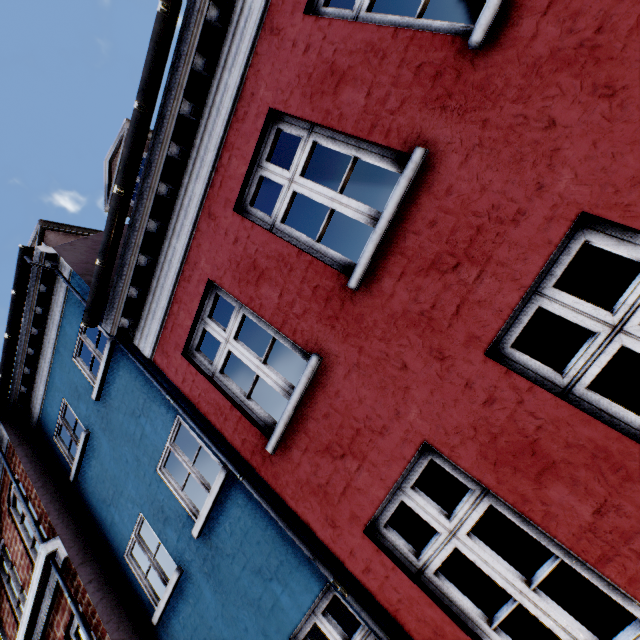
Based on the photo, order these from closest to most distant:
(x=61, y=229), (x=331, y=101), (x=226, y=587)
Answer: (x=331, y=101), (x=226, y=587), (x=61, y=229)
